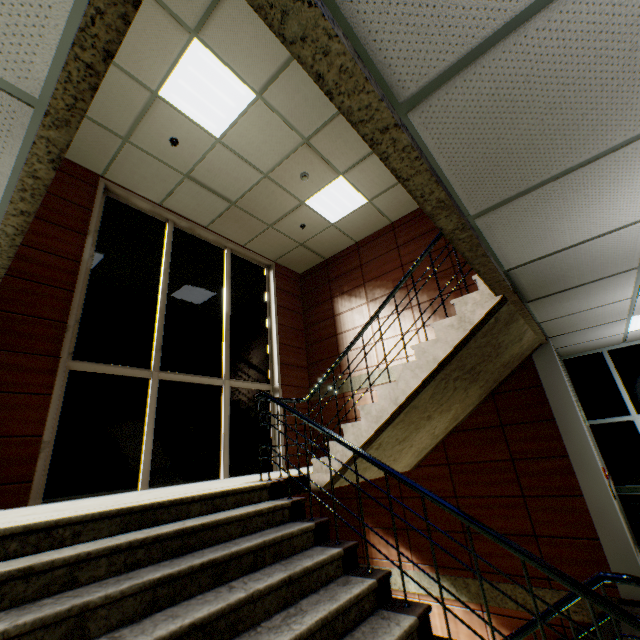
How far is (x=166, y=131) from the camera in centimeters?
496cm

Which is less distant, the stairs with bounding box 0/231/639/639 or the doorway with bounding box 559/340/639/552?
the stairs with bounding box 0/231/639/639

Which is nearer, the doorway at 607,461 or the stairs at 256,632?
the stairs at 256,632
